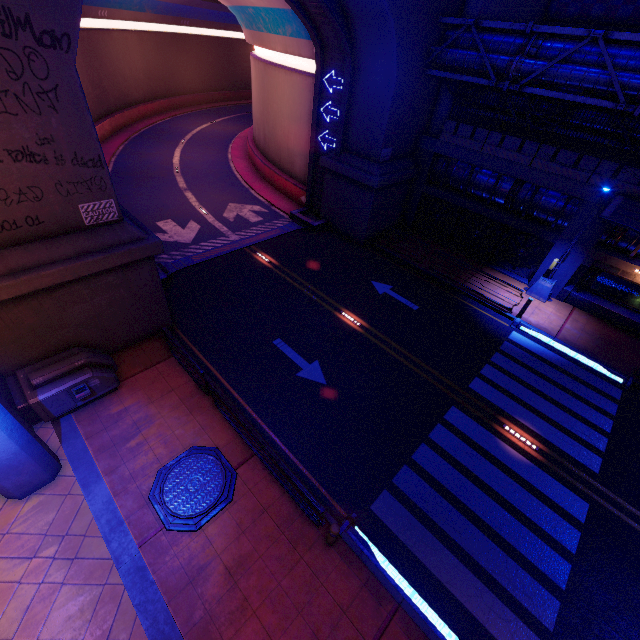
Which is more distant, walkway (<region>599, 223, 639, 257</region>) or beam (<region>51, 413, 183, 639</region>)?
walkway (<region>599, 223, 639, 257</region>)

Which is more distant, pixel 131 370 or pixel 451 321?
pixel 451 321

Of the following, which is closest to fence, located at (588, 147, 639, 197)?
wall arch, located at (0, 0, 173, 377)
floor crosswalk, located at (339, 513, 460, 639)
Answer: wall arch, located at (0, 0, 173, 377)

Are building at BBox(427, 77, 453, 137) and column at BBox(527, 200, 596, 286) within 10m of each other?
yes

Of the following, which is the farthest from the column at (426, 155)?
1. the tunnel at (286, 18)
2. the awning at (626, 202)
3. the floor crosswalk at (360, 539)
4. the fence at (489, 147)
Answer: the floor crosswalk at (360, 539)

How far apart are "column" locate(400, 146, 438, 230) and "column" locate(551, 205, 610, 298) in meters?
7.9

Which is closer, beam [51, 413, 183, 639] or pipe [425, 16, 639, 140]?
beam [51, 413, 183, 639]

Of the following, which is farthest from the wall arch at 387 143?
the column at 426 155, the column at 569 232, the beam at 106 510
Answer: the column at 569 232
